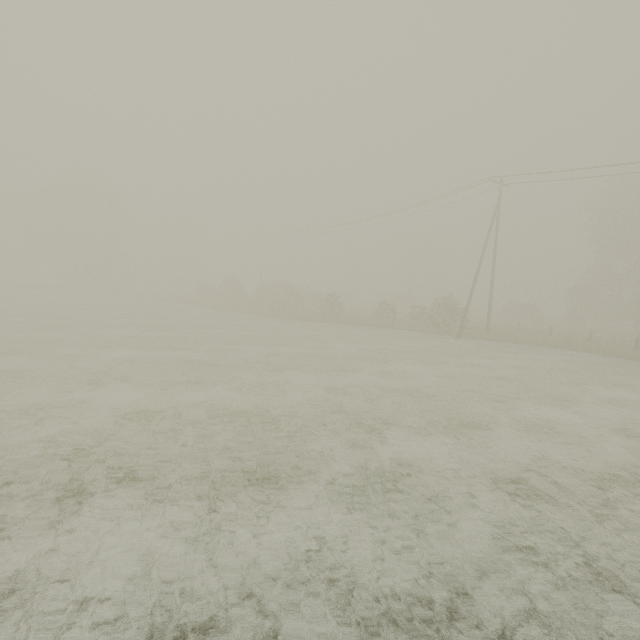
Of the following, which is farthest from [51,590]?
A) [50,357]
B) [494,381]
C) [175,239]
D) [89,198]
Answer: [175,239]
